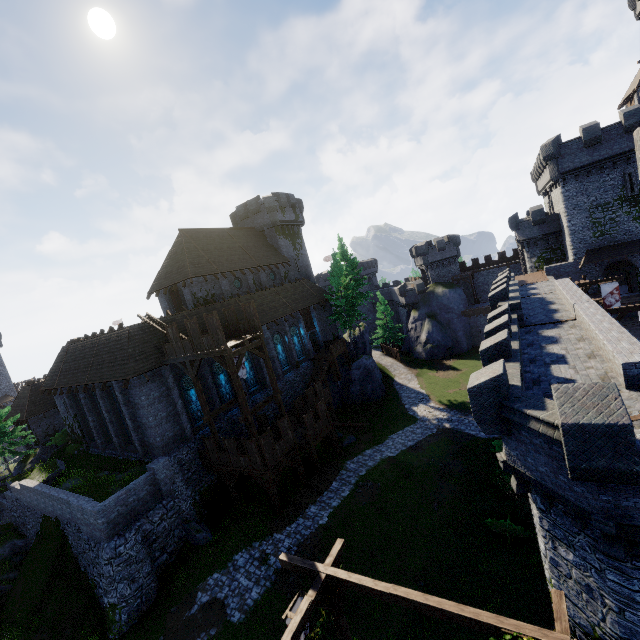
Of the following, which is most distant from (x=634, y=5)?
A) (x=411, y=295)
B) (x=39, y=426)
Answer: (x=39, y=426)

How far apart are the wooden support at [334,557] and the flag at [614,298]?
28.52m

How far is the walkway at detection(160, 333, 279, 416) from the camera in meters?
19.0 m

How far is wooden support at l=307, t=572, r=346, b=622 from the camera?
9.4 meters

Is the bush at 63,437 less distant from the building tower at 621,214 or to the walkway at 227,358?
the walkway at 227,358

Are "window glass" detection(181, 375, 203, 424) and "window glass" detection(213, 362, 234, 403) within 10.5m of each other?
yes

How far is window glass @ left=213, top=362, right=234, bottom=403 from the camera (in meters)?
26.36

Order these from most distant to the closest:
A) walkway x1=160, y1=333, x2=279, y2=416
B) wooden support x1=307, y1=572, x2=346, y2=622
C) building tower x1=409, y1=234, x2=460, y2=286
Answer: building tower x1=409, y1=234, x2=460, y2=286 < walkway x1=160, y1=333, x2=279, y2=416 < wooden support x1=307, y1=572, x2=346, y2=622
